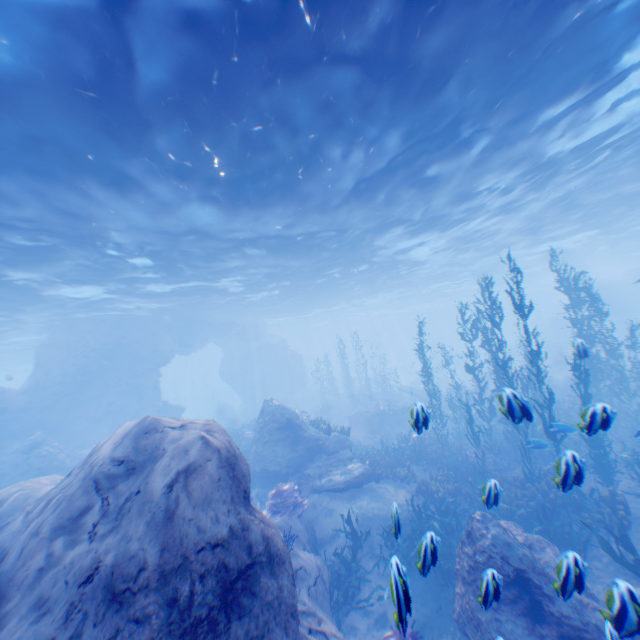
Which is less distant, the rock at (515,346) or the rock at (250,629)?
the rock at (250,629)

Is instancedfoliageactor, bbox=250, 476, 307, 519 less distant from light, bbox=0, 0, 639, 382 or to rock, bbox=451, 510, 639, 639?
rock, bbox=451, 510, 639, 639

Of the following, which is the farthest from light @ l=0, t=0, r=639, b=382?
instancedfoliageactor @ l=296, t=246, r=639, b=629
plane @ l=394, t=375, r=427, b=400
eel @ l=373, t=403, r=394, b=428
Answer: eel @ l=373, t=403, r=394, b=428

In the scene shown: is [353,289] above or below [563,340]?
above

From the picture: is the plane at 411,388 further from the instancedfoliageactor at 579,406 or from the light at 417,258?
the light at 417,258

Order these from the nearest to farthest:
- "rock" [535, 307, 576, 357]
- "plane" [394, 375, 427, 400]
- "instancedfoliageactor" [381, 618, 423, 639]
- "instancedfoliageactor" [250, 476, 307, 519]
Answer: "instancedfoliageactor" [381, 618, 423, 639]
"instancedfoliageactor" [250, 476, 307, 519]
"plane" [394, 375, 427, 400]
"rock" [535, 307, 576, 357]

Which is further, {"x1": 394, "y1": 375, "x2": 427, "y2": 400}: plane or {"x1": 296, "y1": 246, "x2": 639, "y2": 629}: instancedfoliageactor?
{"x1": 394, "y1": 375, "x2": 427, "y2": 400}: plane

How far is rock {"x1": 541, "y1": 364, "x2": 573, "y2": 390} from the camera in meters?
26.2
